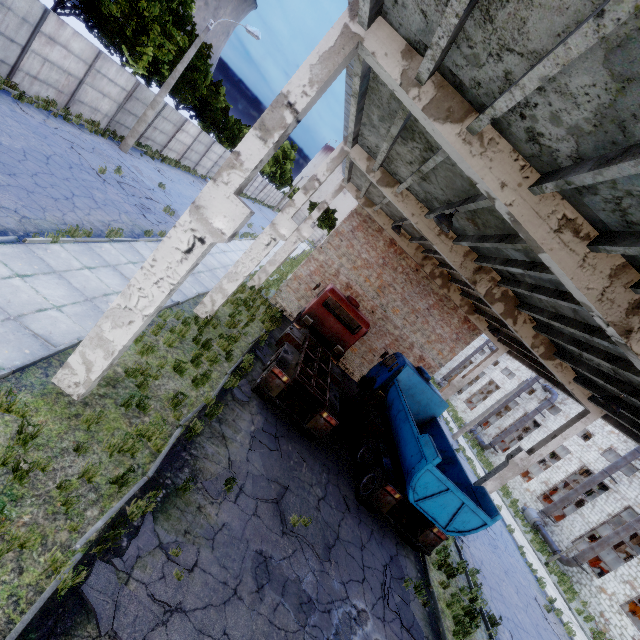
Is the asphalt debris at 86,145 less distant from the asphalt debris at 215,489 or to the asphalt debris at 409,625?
the asphalt debris at 215,489

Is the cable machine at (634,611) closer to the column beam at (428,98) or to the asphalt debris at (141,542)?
the column beam at (428,98)

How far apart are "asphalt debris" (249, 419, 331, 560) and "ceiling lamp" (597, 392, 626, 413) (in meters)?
8.18

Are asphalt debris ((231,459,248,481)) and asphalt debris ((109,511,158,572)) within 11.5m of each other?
yes

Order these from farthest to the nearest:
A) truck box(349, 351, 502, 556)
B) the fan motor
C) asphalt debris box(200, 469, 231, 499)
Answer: the fan motor
truck box(349, 351, 502, 556)
asphalt debris box(200, 469, 231, 499)

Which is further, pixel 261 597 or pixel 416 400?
pixel 416 400

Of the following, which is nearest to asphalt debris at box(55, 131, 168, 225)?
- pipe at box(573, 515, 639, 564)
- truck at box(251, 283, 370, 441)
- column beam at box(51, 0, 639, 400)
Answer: truck at box(251, 283, 370, 441)

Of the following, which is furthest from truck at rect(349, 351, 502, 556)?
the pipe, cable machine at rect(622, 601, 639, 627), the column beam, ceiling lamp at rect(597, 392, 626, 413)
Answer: cable machine at rect(622, 601, 639, 627)
